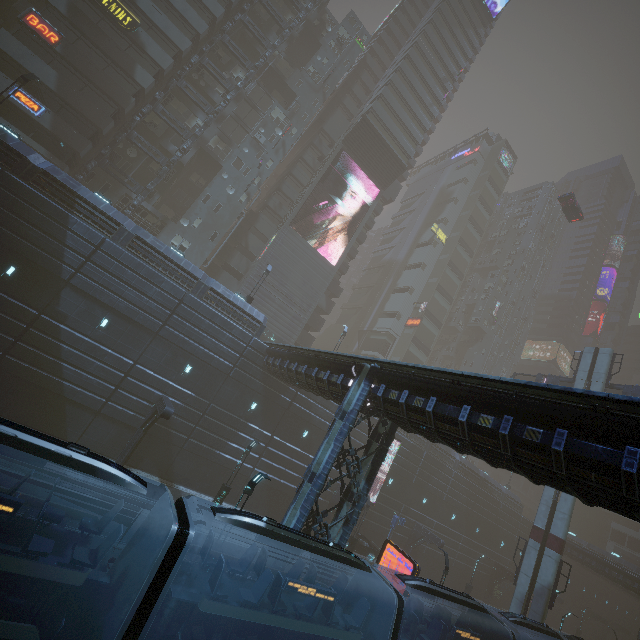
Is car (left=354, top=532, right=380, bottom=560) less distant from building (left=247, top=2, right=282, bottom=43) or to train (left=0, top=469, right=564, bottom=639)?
building (left=247, top=2, right=282, bottom=43)

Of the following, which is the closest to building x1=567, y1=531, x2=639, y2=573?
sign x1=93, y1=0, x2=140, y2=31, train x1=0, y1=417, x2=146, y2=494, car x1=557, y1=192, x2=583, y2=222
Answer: sign x1=93, y1=0, x2=140, y2=31

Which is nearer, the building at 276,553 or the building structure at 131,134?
the building at 276,553

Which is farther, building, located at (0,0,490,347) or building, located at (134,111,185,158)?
building, located at (134,111,185,158)

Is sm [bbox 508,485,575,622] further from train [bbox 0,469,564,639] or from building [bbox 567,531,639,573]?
train [bbox 0,469,564,639]

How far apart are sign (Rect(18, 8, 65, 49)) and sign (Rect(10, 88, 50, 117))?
4.4 meters

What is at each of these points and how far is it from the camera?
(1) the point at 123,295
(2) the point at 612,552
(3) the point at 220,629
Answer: (1) building, 21.4m
(2) building, 51.1m
(3) train, 10.0m

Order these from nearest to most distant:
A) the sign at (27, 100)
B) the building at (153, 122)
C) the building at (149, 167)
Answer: the sign at (27, 100)
the building at (149, 167)
the building at (153, 122)
